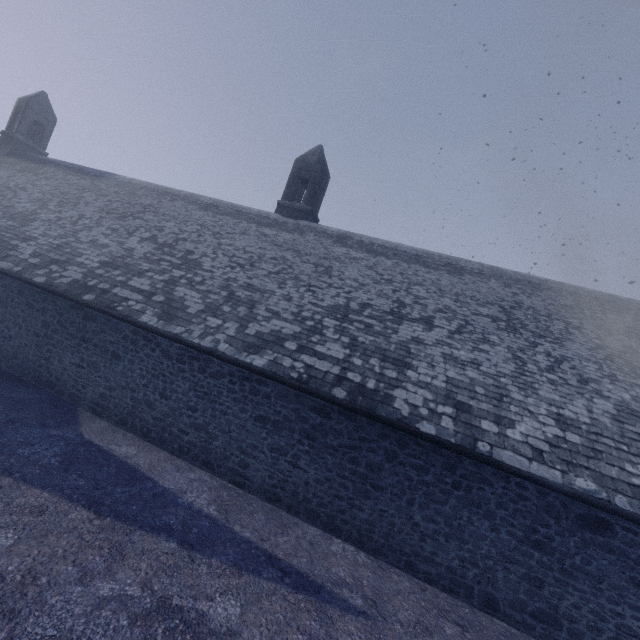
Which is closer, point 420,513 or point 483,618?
point 483,618
